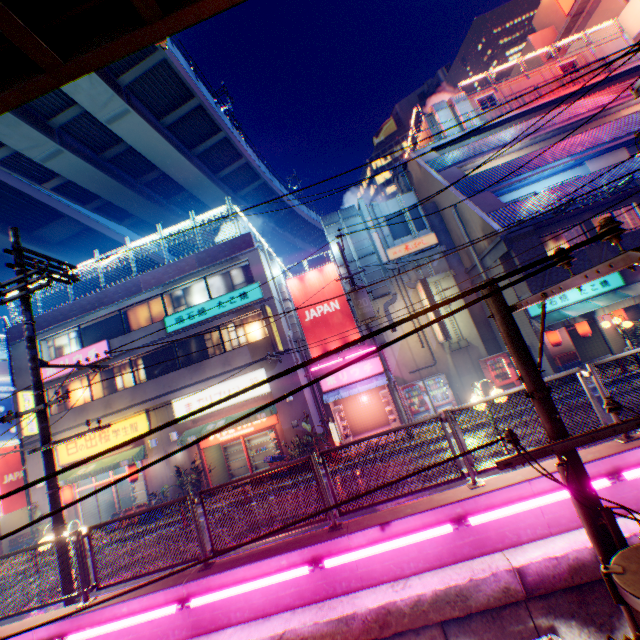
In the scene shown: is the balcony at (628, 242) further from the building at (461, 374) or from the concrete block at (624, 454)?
the concrete block at (624, 454)

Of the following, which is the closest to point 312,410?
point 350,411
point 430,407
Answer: point 350,411

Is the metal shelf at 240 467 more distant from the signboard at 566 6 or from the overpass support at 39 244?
the signboard at 566 6

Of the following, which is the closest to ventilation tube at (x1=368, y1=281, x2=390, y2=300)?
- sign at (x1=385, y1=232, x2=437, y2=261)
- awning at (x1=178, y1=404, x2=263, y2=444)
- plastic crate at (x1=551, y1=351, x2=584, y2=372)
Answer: sign at (x1=385, y1=232, x2=437, y2=261)

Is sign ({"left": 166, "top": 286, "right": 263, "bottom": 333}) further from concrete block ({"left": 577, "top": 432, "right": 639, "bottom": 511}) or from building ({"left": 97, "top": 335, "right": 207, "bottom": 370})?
concrete block ({"left": 577, "top": 432, "right": 639, "bottom": 511})

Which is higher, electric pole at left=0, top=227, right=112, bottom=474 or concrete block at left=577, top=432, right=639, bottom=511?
electric pole at left=0, top=227, right=112, bottom=474

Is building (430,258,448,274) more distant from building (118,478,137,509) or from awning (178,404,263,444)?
awning (178,404,263,444)

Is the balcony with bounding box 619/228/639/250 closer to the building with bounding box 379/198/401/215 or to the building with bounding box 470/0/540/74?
the building with bounding box 379/198/401/215
